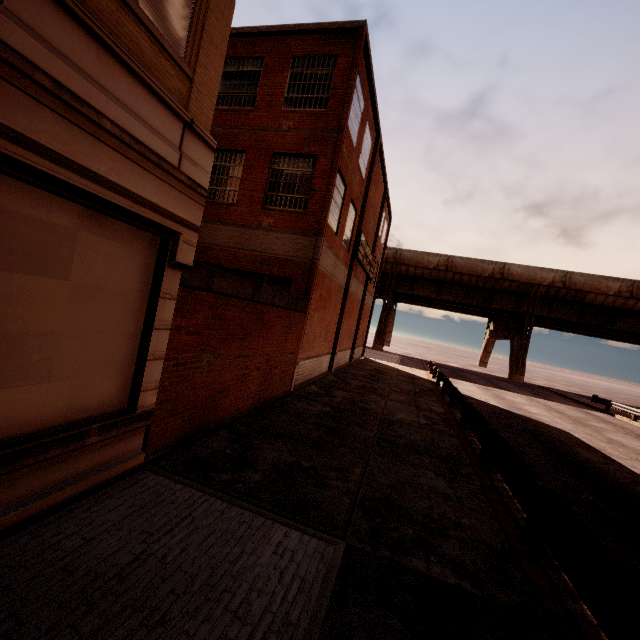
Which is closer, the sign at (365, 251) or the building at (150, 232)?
the building at (150, 232)

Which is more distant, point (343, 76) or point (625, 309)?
point (625, 309)

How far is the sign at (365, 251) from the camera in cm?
1823

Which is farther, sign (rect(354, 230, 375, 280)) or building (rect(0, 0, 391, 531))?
A: sign (rect(354, 230, 375, 280))

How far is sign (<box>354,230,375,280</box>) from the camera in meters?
18.2 m
